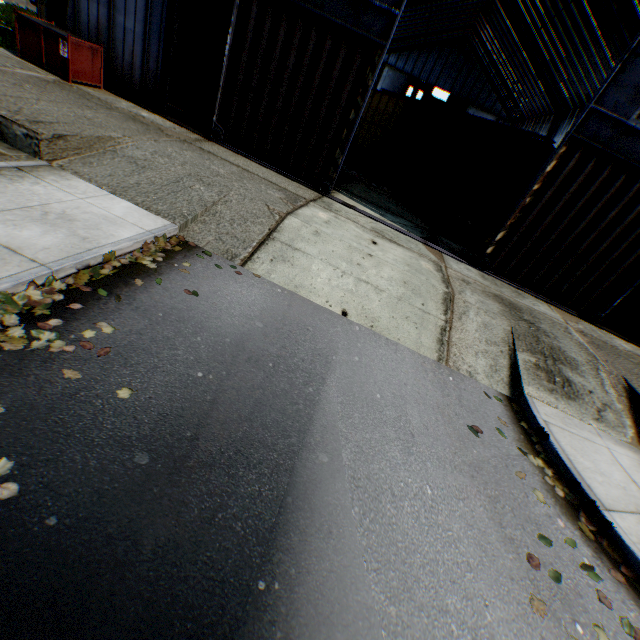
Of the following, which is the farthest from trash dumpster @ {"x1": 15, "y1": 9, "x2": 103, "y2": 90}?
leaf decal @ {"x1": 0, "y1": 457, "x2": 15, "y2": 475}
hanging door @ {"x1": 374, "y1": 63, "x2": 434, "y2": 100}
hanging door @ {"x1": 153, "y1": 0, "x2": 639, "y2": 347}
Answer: hanging door @ {"x1": 374, "y1": 63, "x2": 434, "y2": 100}

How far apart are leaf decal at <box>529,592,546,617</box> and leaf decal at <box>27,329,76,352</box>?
5.3 meters

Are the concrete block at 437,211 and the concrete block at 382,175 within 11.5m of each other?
yes

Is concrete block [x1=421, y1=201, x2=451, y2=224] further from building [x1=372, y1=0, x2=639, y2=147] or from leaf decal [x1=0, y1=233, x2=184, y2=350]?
leaf decal [x1=0, y1=233, x2=184, y2=350]

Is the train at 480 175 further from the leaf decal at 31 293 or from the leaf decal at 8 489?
the leaf decal at 8 489

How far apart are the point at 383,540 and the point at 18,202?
6.9m

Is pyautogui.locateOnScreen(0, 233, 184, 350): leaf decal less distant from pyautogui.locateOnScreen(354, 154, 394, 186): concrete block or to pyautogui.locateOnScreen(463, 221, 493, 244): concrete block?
pyautogui.locateOnScreen(463, 221, 493, 244): concrete block

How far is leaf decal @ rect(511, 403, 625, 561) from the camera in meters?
4.2
